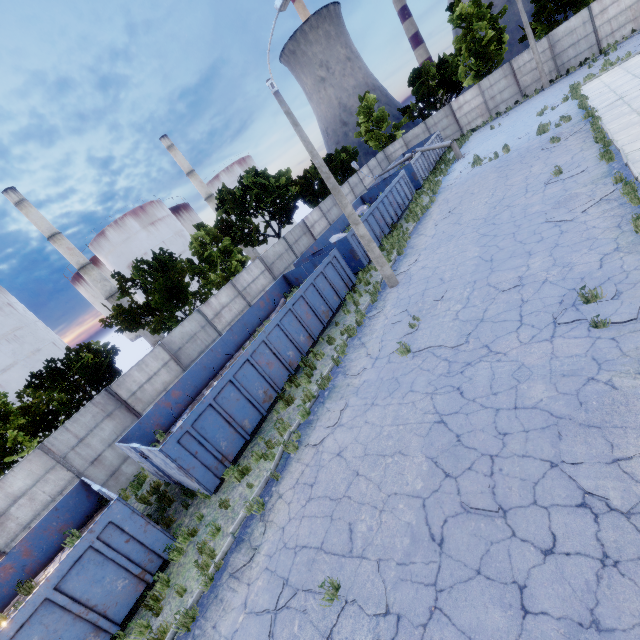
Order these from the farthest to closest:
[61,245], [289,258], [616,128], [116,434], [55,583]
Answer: [61,245] → [289,258] → [116,434] → [616,128] → [55,583]

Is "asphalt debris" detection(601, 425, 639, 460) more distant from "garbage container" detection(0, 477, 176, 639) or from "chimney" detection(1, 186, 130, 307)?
"chimney" detection(1, 186, 130, 307)

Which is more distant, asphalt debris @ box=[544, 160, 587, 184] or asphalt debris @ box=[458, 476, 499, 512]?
asphalt debris @ box=[544, 160, 587, 184]

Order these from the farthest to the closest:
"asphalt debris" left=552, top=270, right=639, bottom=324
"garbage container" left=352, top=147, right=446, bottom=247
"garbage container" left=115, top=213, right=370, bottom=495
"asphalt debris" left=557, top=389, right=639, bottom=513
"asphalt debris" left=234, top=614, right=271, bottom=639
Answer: "garbage container" left=352, top=147, right=446, bottom=247, "garbage container" left=115, top=213, right=370, bottom=495, "asphalt debris" left=552, top=270, right=639, bottom=324, "asphalt debris" left=234, top=614, right=271, bottom=639, "asphalt debris" left=557, top=389, right=639, bottom=513

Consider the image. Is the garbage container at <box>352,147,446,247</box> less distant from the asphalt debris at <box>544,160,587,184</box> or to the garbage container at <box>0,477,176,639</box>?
the asphalt debris at <box>544,160,587,184</box>

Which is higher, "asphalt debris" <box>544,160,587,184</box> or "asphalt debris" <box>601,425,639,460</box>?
"asphalt debris" <box>544,160,587,184</box>

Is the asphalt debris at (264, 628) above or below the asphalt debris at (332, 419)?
below

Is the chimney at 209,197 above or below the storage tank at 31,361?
above
